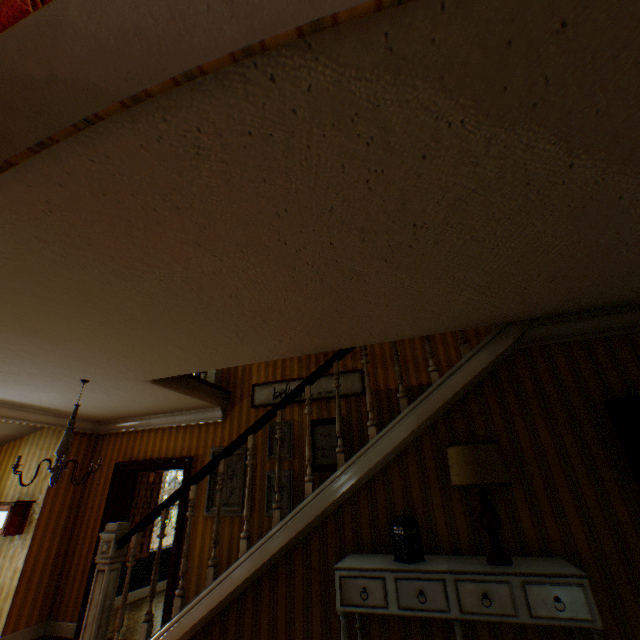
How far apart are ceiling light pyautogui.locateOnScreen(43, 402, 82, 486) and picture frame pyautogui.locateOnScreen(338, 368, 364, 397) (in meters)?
2.28

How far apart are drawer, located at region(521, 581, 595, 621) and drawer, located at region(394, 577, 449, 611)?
Result: 0.1m

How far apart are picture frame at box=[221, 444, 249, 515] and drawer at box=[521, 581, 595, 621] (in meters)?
3.90

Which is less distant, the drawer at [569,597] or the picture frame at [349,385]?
the drawer at [569,597]

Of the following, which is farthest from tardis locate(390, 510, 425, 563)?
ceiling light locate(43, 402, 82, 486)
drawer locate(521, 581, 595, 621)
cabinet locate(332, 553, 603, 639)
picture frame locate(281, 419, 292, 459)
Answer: ceiling light locate(43, 402, 82, 486)

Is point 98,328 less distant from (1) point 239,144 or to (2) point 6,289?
(2) point 6,289

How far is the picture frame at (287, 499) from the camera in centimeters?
466cm

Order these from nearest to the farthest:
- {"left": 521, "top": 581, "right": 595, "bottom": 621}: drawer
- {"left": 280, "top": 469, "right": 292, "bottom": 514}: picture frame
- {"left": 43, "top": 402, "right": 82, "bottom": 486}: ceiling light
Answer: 1. {"left": 521, "top": 581, "right": 595, "bottom": 621}: drawer
2. {"left": 43, "top": 402, "right": 82, "bottom": 486}: ceiling light
3. {"left": 280, "top": 469, "right": 292, "bottom": 514}: picture frame
